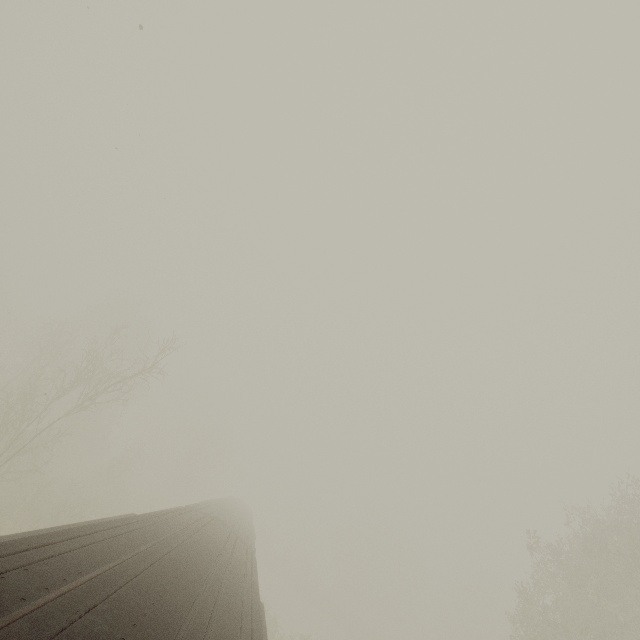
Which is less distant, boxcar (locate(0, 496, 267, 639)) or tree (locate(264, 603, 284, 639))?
boxcar (locate(0, 496, 267, 639))

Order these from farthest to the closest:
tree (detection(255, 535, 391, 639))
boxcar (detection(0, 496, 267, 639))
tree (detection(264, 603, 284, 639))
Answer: tree (detection(255, 535, 391, 639))
tree (detection(264, 603, 284, 639))
boxcar (detection(0, 496, 267, 639))

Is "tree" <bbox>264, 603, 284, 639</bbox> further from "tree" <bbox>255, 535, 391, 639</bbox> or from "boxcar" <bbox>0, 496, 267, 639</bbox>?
"tree" <bbox>255, 535, 391, 639</bbox>

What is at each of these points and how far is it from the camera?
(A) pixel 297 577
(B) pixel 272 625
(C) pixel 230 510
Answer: (A) tree, 46.3 meters
(B) tree, 22.1 meters
(C) boxcar, 20.2 meters

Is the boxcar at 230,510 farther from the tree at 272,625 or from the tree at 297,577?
the tree at 297,577

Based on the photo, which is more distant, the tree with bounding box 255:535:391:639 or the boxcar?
the tree with bounding box 255:535:391:639

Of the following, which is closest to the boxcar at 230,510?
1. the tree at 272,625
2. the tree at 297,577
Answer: the tree at 272,625

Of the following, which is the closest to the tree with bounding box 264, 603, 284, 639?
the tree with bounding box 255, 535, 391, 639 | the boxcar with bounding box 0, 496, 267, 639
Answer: the boxcar with bounding box 0, 496, 267, 639
